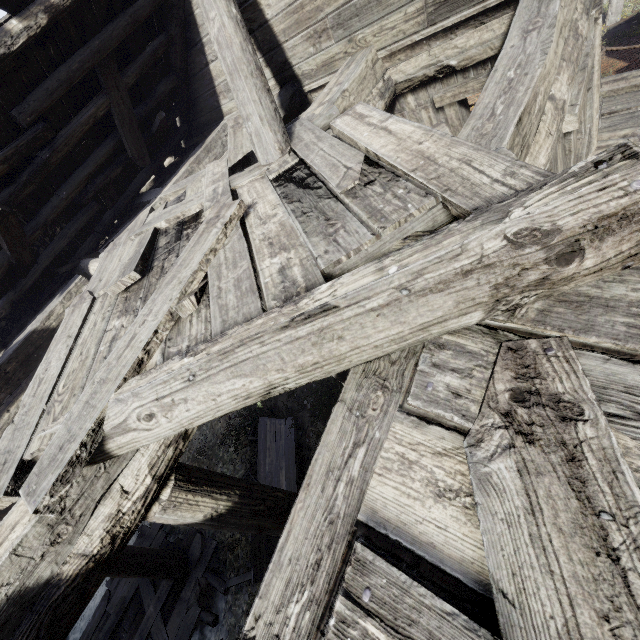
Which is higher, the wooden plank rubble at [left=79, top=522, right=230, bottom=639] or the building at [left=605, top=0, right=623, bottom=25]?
the building at [left=605, top=0, right=623, bottom=25]

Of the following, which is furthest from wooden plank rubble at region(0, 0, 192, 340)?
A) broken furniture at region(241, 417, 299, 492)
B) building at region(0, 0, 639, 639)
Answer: broken furniture at region(241, 417, 299, 492)

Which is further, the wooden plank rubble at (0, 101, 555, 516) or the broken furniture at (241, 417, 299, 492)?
the broken furniture at (241, 417, 299, 492)

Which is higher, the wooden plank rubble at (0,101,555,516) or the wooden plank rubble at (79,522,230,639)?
the wooden plank rubble at (0,101,555,516)

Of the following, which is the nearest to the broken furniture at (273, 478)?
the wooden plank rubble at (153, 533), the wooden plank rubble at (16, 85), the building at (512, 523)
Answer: the wooden plank rubble at (153, 533)

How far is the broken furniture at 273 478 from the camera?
8.09m

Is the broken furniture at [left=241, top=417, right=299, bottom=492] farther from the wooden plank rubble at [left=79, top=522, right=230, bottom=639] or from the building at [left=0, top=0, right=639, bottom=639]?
the building at [left=0, top=0, right=639, bottom=639]

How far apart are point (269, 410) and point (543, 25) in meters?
9.0 m
